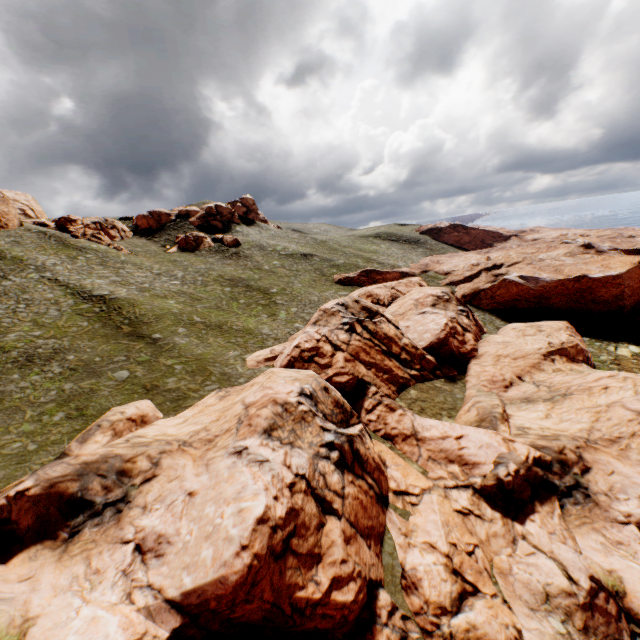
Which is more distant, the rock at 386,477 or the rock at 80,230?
the rock at 80,230

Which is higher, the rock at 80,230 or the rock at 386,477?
the rock at 80,230

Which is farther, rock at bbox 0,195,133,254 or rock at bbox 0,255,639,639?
rock at bbox 0,195,133,254

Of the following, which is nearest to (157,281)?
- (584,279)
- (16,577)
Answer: (16,577)

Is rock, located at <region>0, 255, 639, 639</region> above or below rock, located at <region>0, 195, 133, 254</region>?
below
